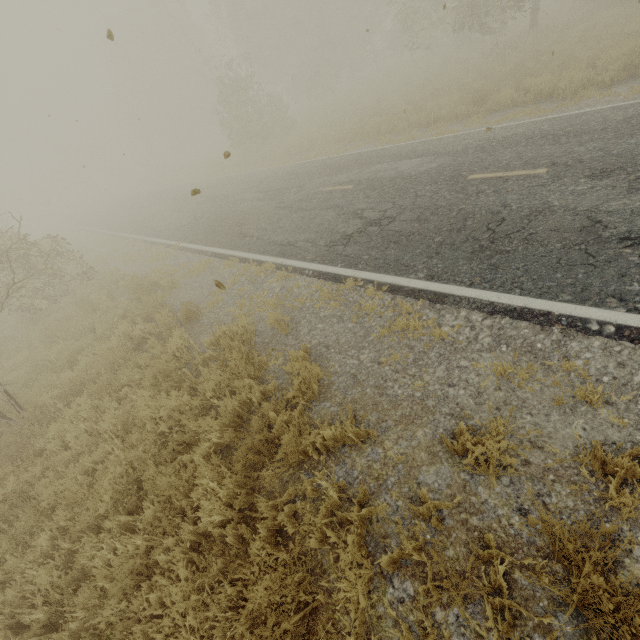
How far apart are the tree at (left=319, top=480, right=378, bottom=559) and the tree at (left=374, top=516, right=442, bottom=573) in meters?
0.3

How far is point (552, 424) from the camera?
3.13m

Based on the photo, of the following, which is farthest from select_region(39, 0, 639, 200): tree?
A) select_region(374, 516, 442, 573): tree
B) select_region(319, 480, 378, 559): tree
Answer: select_region(374, 516, 442, 573): tree

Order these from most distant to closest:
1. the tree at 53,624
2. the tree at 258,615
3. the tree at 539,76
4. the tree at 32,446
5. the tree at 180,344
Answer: the tree at 539,76, the tree at 180,344, the tree at 32,446, the tree at 53,624, the tree at 258,615

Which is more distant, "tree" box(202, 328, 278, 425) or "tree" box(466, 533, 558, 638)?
"tree" box(202, 328, 278, 425)

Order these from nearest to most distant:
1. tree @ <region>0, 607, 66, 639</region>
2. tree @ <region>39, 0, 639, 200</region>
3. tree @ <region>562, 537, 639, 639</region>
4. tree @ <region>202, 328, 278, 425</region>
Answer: tree @ <region>562, 537, 639, 639</region>
tree @ <region>0, 607, 66, 639</region>
tree @ <region>202, 328, 278, 425</region>
tree @ <region>39, 0, 639, 200</region>

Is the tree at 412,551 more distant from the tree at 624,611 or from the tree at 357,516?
the tree at 624,611
